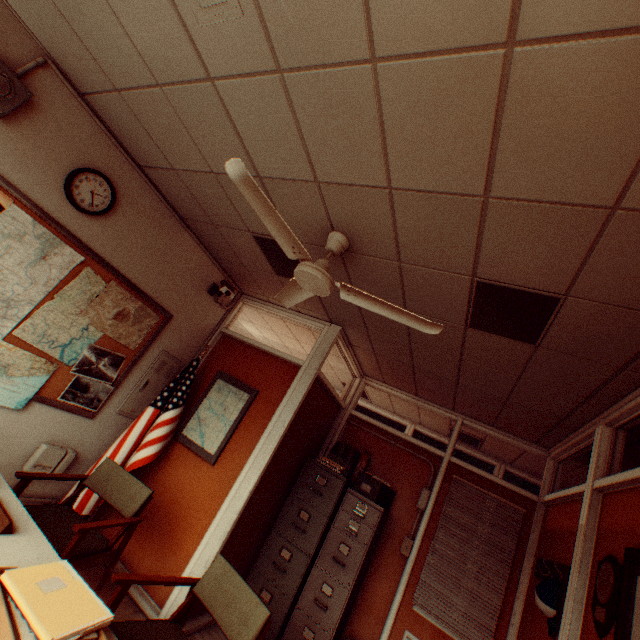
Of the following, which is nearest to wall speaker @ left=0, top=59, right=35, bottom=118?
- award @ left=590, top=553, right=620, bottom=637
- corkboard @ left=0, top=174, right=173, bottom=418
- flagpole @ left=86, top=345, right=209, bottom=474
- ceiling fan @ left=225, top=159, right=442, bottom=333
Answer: corkboard @ left=0, top=174, right=173, bottom=418

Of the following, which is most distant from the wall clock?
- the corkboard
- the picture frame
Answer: the picture frame

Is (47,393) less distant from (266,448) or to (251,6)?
(266,448)

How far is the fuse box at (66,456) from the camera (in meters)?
3.17

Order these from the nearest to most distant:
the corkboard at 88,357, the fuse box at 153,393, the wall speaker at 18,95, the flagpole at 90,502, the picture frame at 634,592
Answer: the picture frame at 634,592, the wall speaker at 18,95, the corkboard at 88,357, the flagpole at 90,502, the fuse box at 153,393

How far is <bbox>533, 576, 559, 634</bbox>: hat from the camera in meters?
2.6

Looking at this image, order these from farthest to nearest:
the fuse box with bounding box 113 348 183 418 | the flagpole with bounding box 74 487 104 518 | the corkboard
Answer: the fuse box with bounding box 113 348 183 418 < the flagpole with bounding box 74 487 104 518 < the corkboard

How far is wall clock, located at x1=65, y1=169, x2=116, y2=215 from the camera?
2.8m
